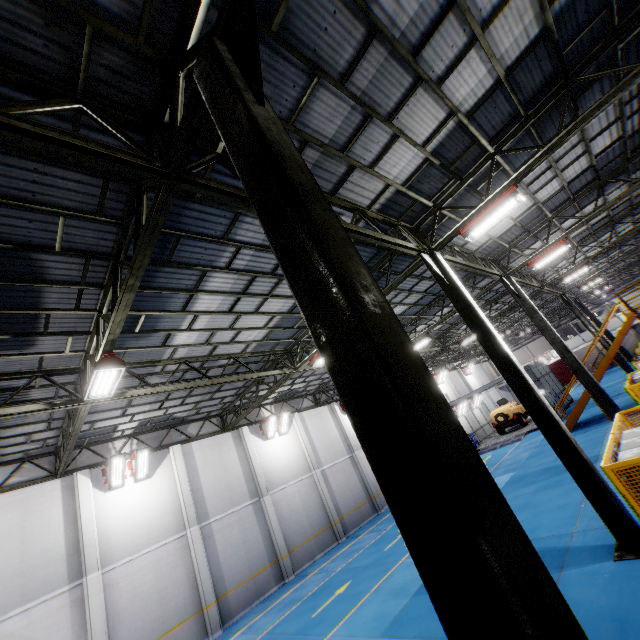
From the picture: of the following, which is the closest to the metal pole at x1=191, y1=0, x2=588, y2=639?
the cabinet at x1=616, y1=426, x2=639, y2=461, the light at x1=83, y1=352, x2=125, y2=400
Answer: the cabinet at x1=616, y1=426, x2=639, y2=461

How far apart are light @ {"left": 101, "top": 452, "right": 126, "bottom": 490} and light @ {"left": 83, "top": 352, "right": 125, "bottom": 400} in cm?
757

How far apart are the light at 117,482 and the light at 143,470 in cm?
8

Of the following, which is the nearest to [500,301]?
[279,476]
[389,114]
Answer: [279,476]

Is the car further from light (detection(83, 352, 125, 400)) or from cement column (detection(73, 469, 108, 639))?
light (detection(83, 352, 125, 400))

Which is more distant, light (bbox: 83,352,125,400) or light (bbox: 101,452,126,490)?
light (bbox: 101,452,126,490)

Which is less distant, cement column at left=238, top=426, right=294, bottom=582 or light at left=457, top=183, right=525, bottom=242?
light at left=457, top=183, right=525, bottom=242

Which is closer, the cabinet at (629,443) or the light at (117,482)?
the cabinet at (629,443)
